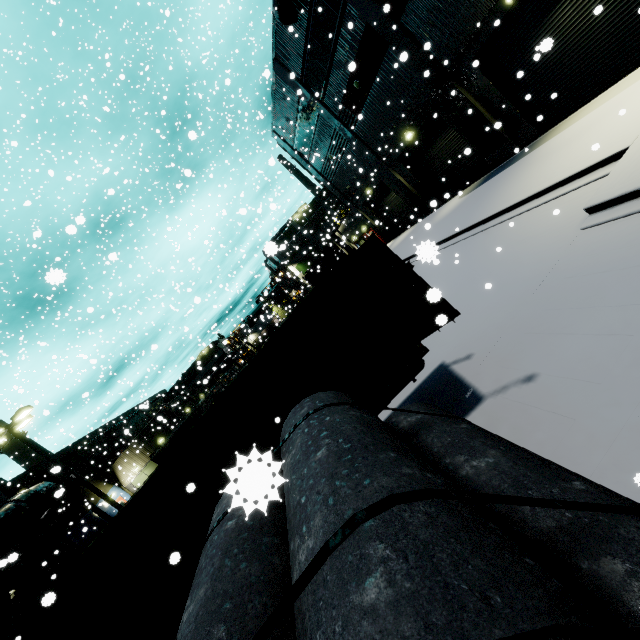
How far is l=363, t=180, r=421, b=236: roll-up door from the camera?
25.45m

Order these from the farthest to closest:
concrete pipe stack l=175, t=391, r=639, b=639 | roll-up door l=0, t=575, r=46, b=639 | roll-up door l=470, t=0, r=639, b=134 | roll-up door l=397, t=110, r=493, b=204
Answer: roll-up door l=397, t=110, r=493, b=204 < roll-up door l=470, t=0, r=639, b=134 < roll-up door l=0, t=575, r=46, b=639 < concrete pipe stack l=175, t=391, r=639, b=639

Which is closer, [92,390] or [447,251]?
[447,251]

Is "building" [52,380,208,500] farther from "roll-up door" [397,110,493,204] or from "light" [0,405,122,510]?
"light" [0,405,122,510]

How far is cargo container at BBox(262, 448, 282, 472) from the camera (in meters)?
0.97

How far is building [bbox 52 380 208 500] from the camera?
29.83m

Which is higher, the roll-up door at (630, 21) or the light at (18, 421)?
the light at (18, 421)

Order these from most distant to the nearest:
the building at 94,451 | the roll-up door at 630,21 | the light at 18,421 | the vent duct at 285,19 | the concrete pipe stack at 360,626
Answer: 1. the building at 94,451
2. the vent duct at 285,19
3. the light at 18,421
4. the roll-up door at 630,21
5. the concrete pipe stack at 360,626
